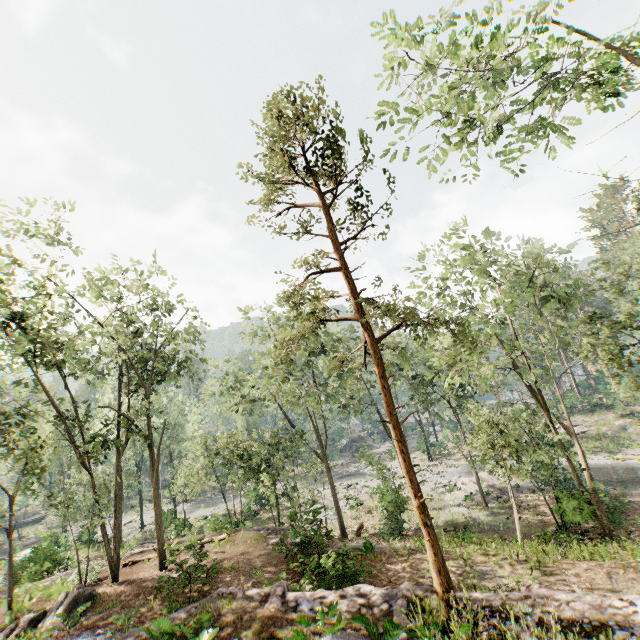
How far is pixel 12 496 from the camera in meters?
17.7

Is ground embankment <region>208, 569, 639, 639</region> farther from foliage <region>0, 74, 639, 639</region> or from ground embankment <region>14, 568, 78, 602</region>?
ground embankment <region>14, 568, 78, 602</region>

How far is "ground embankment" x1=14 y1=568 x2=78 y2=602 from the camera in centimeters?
1769cm

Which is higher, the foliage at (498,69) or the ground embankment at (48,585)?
the foliage at (498,69)

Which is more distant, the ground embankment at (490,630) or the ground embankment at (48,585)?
the ground embankment at (48,585)

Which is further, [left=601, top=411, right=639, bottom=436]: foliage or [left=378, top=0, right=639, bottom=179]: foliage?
[left=601, top=411, right=639, bottom=436]: foliage

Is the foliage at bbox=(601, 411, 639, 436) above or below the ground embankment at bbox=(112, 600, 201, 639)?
below

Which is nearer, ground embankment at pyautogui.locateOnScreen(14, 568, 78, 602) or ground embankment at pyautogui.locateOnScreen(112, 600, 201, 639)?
ground embankment at pyautogui.locateOnScreen(112, 600, 201, 639)
